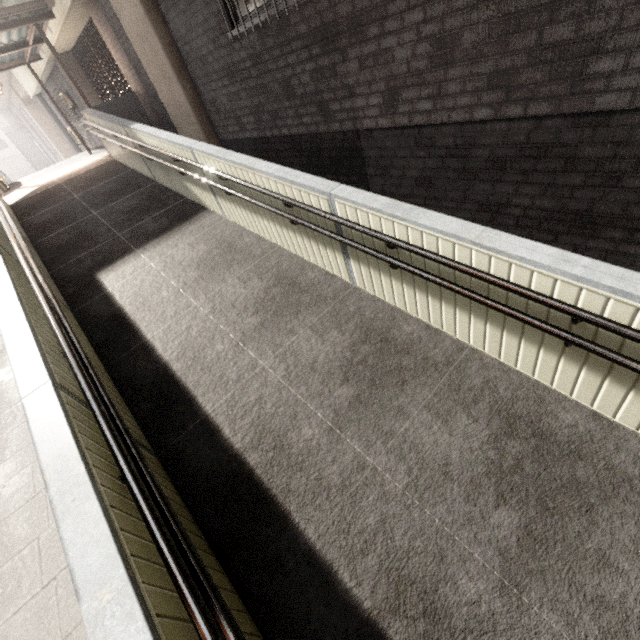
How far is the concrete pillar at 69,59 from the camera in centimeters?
1160cm

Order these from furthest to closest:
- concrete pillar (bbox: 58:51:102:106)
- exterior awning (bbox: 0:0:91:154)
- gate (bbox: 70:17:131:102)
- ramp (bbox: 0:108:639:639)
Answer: concrete pillar (bbox: 58:51:102:106), gate (bbox: 70:17:131:102), exterior awning (bbox: 0:0:91:154), ramp (bbox: 0:108:639:639)

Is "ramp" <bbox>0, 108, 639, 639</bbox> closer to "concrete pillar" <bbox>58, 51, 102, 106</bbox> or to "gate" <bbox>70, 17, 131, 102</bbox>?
"gate" <bbox>70, 17, 131, 102</bbox>

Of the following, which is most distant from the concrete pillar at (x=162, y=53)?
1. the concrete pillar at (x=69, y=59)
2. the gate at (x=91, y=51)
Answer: the concrete pillar at (x=69, y=59)

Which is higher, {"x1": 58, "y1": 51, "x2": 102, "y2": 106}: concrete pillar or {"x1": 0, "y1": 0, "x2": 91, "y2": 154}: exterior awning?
{"x1": 0, "y1": 0, "x2": 91, "y2": 154}: exterior awning

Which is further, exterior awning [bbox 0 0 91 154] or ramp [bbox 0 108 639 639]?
exterior awning [bbox 0 0 91 154]

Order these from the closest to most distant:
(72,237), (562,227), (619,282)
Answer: (619,282) < (562,227) < (72,237)

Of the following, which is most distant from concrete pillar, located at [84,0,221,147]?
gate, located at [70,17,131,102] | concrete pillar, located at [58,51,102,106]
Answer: concrete pillar, located at [58,51,102,106]
